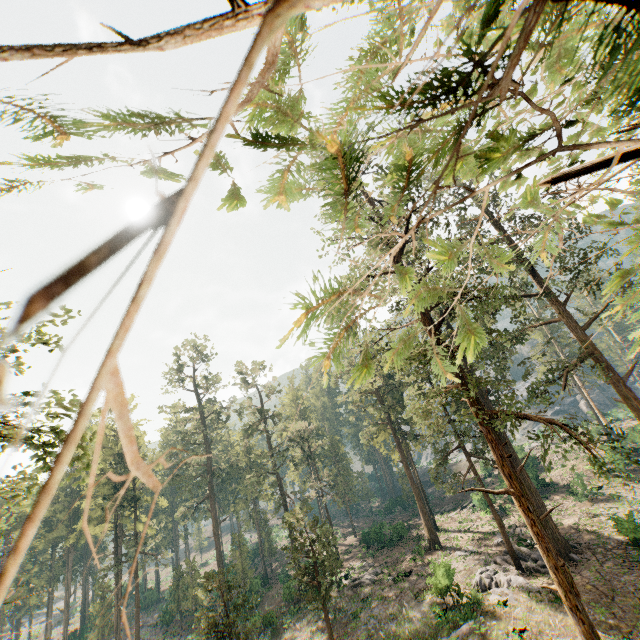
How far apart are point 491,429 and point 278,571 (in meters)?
48.28

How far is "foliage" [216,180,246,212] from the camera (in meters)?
1.49

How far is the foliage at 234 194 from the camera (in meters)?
1.49

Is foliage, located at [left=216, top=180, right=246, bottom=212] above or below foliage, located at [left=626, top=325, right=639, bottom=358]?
above

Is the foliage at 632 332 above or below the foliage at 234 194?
below

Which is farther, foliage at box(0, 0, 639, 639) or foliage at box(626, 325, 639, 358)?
foliage at box(626, 325, 639, 358)
